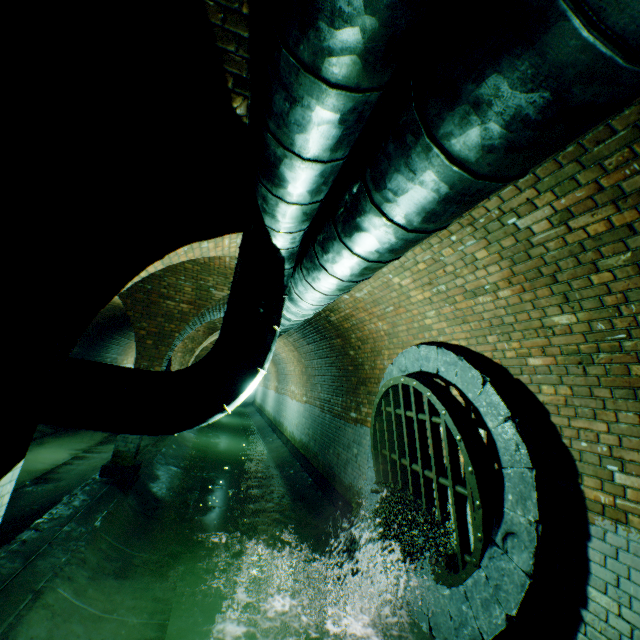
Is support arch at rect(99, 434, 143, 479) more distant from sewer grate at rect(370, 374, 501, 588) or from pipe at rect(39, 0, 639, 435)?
sewer grate at rect(370, 374, 501, 588)

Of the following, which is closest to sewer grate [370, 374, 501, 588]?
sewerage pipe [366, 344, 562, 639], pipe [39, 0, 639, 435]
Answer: sewerage pipe [366, 344, 562, 639]

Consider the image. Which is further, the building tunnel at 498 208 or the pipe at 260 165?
the building tunnel at 498 208

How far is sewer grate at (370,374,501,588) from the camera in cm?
328

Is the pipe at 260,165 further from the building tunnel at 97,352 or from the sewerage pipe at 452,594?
the sewerage pipe at 452,594

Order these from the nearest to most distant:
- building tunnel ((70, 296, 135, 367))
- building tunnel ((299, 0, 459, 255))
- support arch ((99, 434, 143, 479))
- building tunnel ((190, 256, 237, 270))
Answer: building tunnel ((299, 0, 459, 255)), building tunnel ((190, 256, 237, 270)), support arch ((99, 434, 143, 479)), building tunnel ((70, 296, 135, 367))

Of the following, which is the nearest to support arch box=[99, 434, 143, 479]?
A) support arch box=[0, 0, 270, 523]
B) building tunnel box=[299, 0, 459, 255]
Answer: building tunnel box=[299, 0, 459, 255]

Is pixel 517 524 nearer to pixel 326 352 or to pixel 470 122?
pixel 470 122
